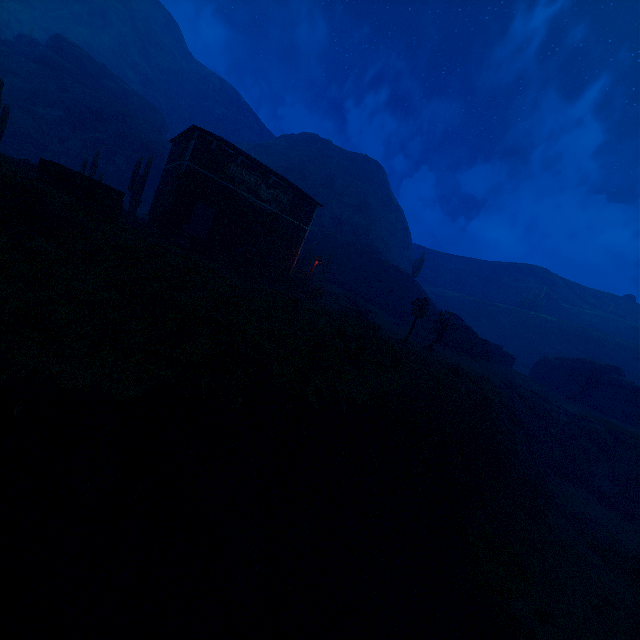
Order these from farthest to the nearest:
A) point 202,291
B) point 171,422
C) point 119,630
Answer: point 202,291 → point 171,422 → point 119,630

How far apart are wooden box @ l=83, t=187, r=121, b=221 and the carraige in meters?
0.0 m

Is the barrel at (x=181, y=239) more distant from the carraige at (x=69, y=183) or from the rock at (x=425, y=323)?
the rock at (x=425, y=323)

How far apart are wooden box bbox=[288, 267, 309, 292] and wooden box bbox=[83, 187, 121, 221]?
13.02m

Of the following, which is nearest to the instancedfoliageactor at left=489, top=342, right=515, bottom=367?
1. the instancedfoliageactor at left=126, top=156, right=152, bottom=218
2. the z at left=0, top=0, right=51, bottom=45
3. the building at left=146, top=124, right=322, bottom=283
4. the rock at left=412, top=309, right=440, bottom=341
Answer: the rock at left=412, top=309, right=440, bottom=341

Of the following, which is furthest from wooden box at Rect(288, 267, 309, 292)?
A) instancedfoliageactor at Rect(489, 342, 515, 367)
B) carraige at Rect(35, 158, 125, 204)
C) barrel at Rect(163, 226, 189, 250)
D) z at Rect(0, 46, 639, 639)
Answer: instancedfoliageactor at Rect(489, 342, 515, 367)

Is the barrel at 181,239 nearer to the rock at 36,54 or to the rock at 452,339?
the rock at 36,54

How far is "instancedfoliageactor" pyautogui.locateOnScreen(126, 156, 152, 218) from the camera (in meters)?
24.08
